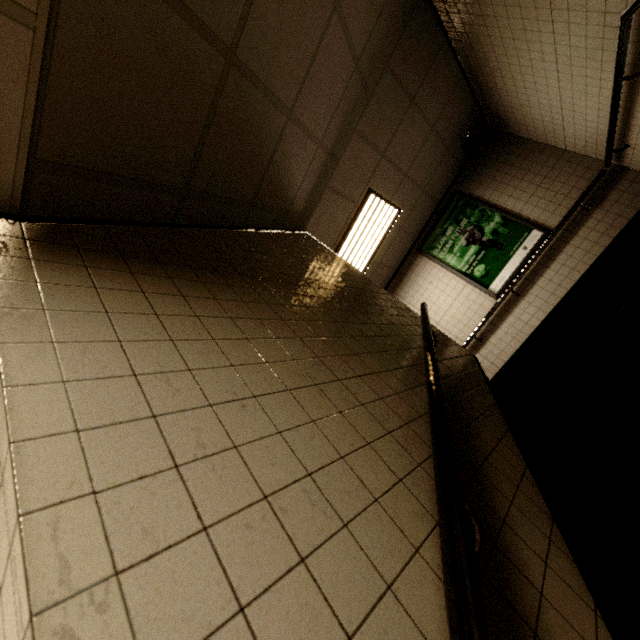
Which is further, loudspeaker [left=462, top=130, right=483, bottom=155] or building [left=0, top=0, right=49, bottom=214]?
loudspeaker [left=462, top=130, right=483, bottom=155]

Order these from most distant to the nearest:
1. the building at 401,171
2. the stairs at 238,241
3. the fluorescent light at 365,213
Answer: the fluorescent light at 365,213 < the building at 401,171 < the stairs at 238,241

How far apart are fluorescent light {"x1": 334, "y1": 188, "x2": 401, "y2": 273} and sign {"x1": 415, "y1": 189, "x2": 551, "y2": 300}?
1.1 meters

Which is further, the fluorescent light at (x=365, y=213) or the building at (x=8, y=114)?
the fluorescent light at (x=365, y=213)

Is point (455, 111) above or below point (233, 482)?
above

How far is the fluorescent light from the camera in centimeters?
484cm

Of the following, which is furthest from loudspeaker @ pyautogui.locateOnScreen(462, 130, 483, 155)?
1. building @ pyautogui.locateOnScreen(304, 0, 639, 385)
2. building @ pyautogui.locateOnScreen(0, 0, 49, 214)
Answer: building @ pyautogui.locateOnScreen(0, 0, 49, 214)

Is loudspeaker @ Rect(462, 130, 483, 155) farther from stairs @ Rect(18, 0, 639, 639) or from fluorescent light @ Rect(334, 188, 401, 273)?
stairs @ Rect(18, 0, 639, 639)
